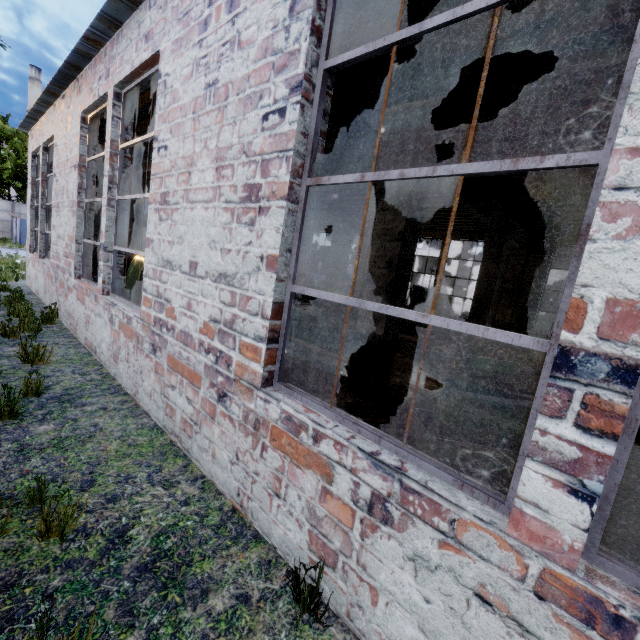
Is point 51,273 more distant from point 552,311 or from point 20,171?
point 20,171

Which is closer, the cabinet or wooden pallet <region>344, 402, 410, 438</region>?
wooden pallet <region>344, 402, 410, 438</region>

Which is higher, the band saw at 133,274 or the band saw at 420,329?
the band saw at 133,274

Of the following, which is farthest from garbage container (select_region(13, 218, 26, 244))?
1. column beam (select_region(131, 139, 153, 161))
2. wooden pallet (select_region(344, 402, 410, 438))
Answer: wooden pallet (select_region(344, 402, 410, 438))

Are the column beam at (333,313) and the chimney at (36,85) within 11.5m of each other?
no

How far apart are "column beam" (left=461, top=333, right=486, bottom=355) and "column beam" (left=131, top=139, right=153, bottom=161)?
5.32m

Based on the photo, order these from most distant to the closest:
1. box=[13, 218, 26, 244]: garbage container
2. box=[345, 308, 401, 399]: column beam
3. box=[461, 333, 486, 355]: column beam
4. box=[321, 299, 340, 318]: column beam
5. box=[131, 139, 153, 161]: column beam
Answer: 1. box=[13, 218, 26, 244]: garbage container
2. box=[321, 299, 340, 318]: column beam
3. box=[461, 333, 486, 355]: column beam
4. box=[131, 139, 153, 161]: column beam
5. box=[345, 308, 401, 399]: column beam

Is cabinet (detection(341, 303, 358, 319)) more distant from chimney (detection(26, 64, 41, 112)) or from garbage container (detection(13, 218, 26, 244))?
chimney (detection(26, 64, 41, 112))
